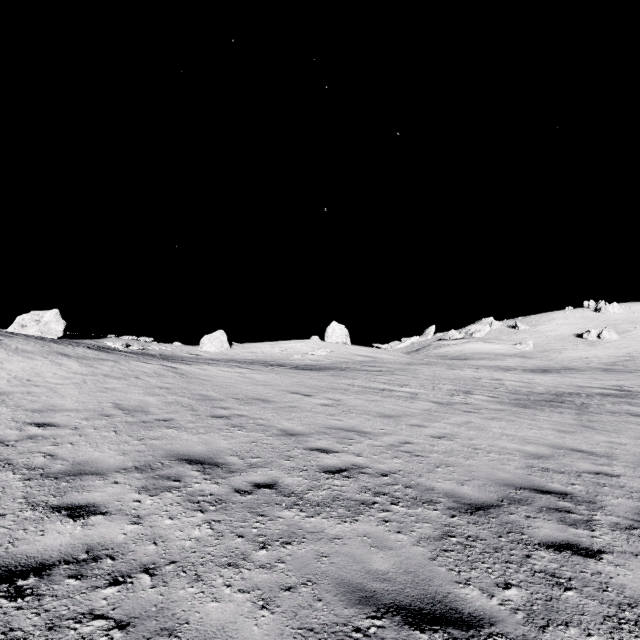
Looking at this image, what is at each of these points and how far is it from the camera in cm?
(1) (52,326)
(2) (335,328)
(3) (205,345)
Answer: (1) stone, 2498
(2) stone, 4319
(3) stone, 3525

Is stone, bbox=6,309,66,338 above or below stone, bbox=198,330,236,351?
above

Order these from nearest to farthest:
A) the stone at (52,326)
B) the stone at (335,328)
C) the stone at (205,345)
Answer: the stone at (52,326), the stone at (205,345), the stone at (335,328)

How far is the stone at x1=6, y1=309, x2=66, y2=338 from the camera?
23.50m

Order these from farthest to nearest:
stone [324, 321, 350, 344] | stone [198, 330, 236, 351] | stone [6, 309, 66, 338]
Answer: stone [324, 321, 350, 344] < stone [198, 330, 236, 351] < stone [6, 309, 66, 338]

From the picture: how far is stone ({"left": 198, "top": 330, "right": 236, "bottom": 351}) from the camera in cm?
3522

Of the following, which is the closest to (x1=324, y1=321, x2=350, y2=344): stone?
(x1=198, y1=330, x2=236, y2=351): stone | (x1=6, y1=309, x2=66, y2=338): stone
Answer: (x1=198, y1=330, x2=236, y2=351): stone

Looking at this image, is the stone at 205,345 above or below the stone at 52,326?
below
